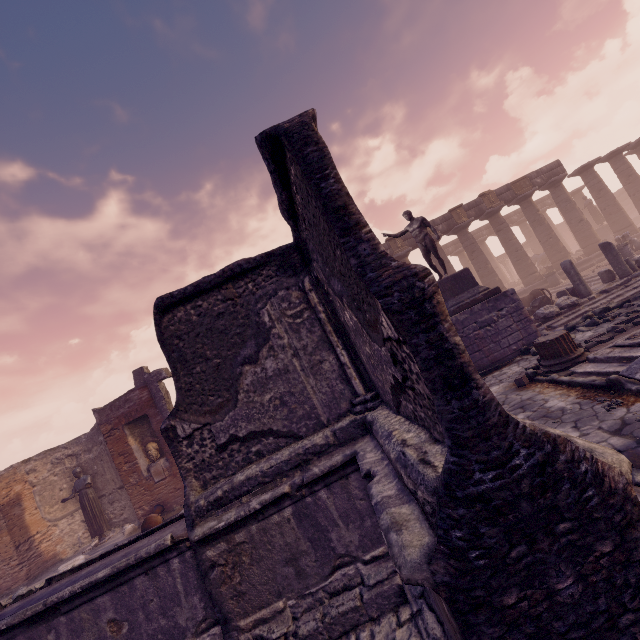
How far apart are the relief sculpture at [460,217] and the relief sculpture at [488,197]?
1.1m

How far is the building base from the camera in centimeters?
1948cm

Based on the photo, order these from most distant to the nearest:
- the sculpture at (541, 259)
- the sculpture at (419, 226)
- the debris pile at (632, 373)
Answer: the sculpture at (541, 259), the sculpture at (419, 226), the debris pile at (632, 373)

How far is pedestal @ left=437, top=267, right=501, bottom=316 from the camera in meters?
10.4

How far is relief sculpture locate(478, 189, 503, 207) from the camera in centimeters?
2030cm

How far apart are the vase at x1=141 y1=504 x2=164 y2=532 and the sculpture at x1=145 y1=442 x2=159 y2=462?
1.42m

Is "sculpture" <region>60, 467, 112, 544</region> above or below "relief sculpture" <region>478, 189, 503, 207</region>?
below

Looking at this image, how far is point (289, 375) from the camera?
3.7 meters
